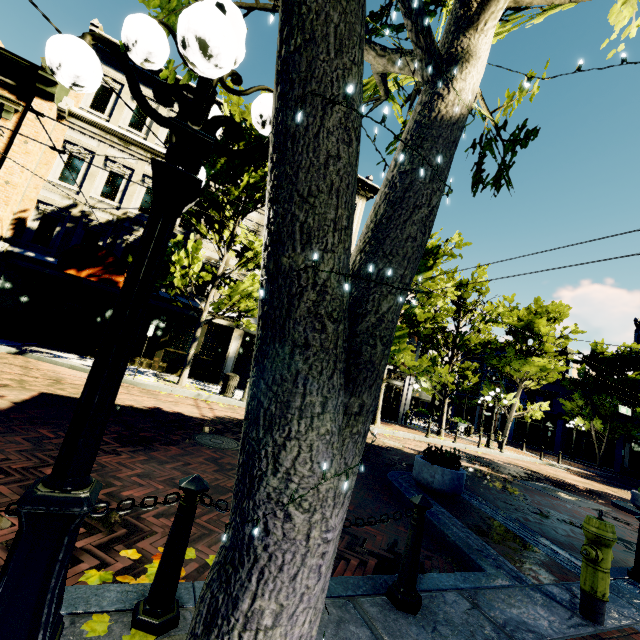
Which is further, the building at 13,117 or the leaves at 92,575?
the building at 13,117

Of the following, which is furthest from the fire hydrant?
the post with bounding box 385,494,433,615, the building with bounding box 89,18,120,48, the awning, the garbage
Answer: the building with bounding box 89,18,120,48

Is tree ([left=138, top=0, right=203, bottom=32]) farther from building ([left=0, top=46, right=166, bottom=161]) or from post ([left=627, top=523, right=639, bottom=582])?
post ([left=627, top=523, right=639, bottom=582])

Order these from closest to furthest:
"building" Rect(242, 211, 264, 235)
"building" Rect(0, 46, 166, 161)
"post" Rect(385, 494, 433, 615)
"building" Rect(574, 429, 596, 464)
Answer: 1. "post" Rect(385, 494, 433, 615)
2. "building" Rect(0, 46, 166, 161)
3. "building" Rect(242, 211, 264, 235)
4. "building" Rect(574, 429, 596, 464)

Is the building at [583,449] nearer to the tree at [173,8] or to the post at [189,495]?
the tree at [173,8]

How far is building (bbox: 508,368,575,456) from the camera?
33.6m

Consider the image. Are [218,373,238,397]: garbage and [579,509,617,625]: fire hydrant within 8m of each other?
no

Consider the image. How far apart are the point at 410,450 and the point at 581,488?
8.1 meters
